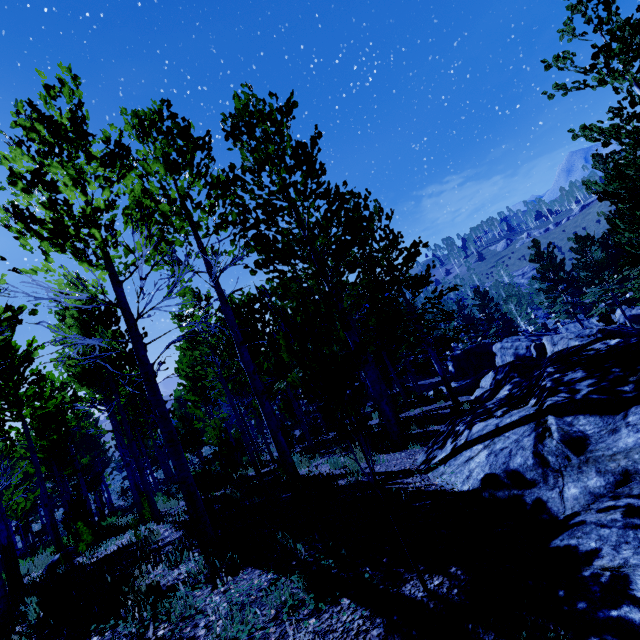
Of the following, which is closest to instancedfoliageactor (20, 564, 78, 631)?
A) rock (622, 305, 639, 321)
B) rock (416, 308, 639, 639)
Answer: rock (622, 305, 639, 321)

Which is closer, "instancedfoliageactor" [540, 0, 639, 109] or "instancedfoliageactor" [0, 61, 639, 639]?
"instancedfoliageactor" [0, 61, 639, 639]

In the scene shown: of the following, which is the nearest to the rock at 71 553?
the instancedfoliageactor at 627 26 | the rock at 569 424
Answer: the instancedfoliageactor at 627 26

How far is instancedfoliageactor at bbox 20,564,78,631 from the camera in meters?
4.1 m

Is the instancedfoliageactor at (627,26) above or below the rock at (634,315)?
above

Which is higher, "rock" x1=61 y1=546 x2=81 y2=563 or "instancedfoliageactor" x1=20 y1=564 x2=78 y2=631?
"instancedfoliageactor" x1=20 y1=564 x2=78 y2=631

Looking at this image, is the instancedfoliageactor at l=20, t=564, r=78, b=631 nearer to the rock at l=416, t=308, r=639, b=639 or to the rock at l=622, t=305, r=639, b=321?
the rock at l=622, t=305, r=639, b=321

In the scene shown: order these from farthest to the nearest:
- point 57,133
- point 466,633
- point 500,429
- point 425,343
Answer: point 425,343, point 57,133, point 500,429, point 466,633
